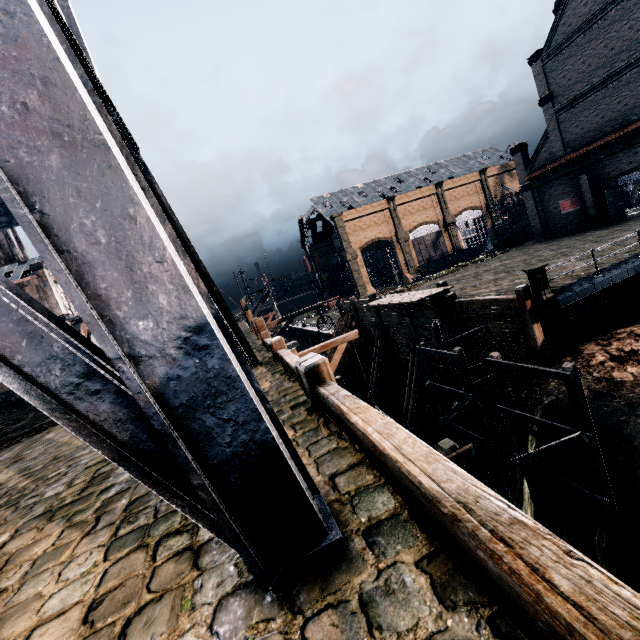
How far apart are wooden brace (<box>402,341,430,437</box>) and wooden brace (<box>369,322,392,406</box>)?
4.4m

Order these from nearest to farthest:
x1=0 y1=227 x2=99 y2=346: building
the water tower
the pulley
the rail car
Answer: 1. the water tower
2. the pulley
3. x1=0 y1=227 x2=99 y2=346: building
4. the rail car

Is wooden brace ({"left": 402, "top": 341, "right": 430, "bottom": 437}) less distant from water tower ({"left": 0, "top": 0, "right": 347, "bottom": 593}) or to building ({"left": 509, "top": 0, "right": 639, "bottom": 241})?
water tower ({"left": 0, "top": 0, "right": 347, "bottom": 593})

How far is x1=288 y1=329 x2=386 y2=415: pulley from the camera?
10.42m

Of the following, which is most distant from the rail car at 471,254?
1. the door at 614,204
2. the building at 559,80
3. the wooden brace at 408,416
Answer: the wooden brace at 408,416

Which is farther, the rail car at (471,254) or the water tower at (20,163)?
the rail car at (471,254)

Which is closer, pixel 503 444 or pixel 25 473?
pixel 25 473

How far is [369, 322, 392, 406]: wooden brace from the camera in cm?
2781
